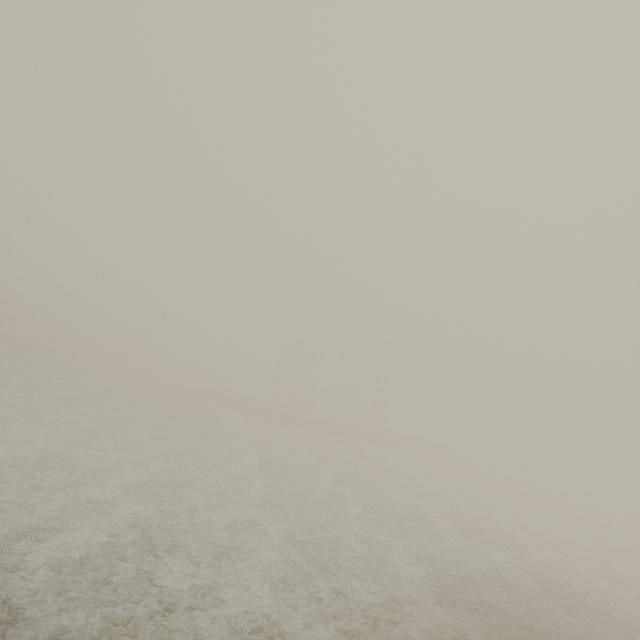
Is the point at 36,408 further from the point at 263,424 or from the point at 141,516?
the point at 263,424
